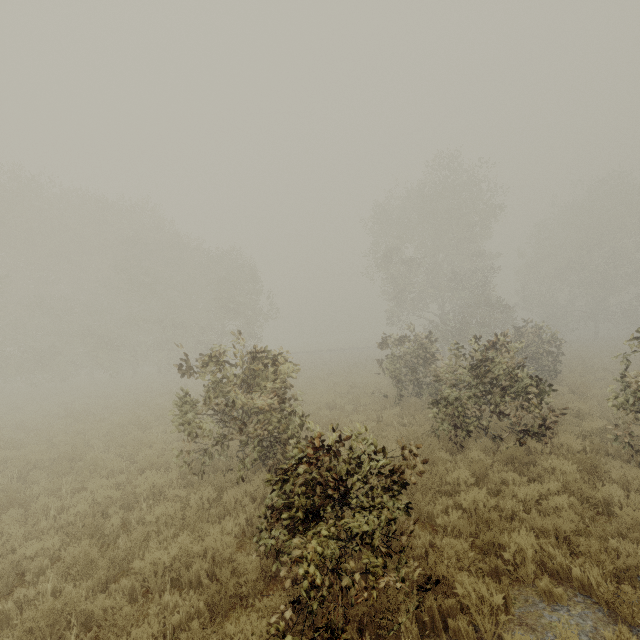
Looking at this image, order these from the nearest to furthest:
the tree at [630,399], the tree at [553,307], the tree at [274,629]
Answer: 1. the tree at [274,629]
2. the tree at [630,399]
3. the tree at [553,307]

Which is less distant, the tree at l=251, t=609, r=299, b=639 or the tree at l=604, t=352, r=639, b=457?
the tree at l=251, t=609, r=299, b=639

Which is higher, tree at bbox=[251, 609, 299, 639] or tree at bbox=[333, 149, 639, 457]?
tree at bbox=[333, 149, 639, 457]

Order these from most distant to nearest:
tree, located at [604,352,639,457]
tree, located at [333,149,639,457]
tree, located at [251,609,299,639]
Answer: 1. tree, located at [333,149,639,457]
2. tree, located at [604,352,639,457]
3. tree, located at [251,609,299,639]

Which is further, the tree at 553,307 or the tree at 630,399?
the tree at 553,307

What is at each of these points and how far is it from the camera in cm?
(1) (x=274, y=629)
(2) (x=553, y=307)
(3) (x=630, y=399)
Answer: (1) tree, 358
(2) tree, 4019
(3) tree, 749
